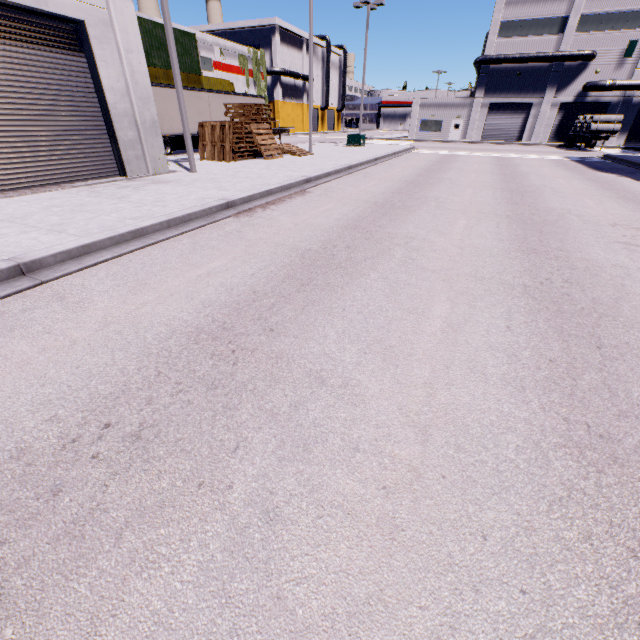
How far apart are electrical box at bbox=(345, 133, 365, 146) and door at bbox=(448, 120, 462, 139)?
23.4m

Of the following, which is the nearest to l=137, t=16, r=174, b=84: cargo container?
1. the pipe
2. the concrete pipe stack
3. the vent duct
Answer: the pipe

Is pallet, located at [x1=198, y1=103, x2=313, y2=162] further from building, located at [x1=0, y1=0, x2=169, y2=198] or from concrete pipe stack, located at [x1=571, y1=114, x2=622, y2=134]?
concrete pipe stack, located at [x1=571, y1=114, x2=622, y2=134]

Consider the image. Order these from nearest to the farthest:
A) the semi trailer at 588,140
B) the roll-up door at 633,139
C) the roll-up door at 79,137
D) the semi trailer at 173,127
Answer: the roll-up door at 79,137 < the semi trailer at 173,127 < the semi trailer at 588,140 < the roll-up door at 633,139

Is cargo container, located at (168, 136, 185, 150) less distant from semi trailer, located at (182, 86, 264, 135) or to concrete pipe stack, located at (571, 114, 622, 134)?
semi trailer, located at (182, 86, 264, 135)

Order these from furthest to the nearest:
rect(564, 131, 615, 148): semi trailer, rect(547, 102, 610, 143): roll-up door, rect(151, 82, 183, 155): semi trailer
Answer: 1. rect(547, 102, 610, 143): roll-up door
2. rect(564, 131, 615, 148): semi trailer
3. rect(151, 82, 183, 155): semi trailer

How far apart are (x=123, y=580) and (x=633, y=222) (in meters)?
12.22

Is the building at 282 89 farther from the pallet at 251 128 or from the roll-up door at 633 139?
the pallet at 251 128
